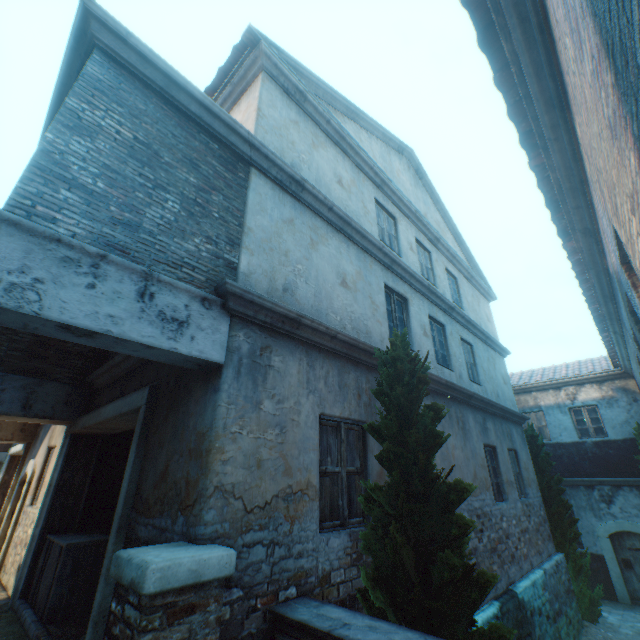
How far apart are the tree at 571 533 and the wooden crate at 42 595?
12.1 meters

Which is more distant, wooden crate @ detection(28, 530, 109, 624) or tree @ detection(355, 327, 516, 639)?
wooden crate @ detection(28, 530, 109, 624)

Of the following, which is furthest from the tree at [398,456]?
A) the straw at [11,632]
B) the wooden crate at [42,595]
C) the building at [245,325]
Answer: the building at [245,325]

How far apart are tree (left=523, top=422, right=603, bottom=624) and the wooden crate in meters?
12.1

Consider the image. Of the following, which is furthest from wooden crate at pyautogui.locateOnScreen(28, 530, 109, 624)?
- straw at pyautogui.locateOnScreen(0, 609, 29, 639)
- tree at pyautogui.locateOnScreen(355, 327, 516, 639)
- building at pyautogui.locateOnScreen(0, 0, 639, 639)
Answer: tree at pyautogui.locateOnScreen(355, 327, 516, 639)

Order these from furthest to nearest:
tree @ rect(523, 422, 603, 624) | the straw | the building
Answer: tree @ rect(523, 422, 603, 624) < the straw < the building

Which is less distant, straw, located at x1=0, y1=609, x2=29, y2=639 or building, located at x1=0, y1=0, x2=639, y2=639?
building, located at x1=0, y1=0, x2=639, y2=639

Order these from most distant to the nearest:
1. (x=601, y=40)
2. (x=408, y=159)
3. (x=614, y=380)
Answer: (x=614, y=380) < (x=408, y=159) < (x=601, y=40)
